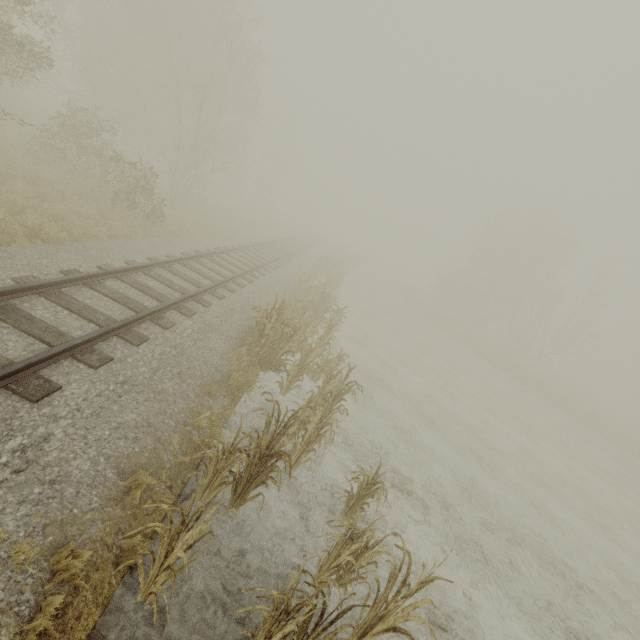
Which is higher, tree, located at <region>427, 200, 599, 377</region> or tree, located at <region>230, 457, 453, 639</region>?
tree, located at <region>427, 200, 599, 377</region>

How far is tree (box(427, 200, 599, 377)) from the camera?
33.8m

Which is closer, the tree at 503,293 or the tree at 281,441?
the tree at 281,441

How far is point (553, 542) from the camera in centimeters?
913cm

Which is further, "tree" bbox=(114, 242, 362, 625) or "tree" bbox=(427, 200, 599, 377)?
"tree" bbox=(427, 200, 599, 377)

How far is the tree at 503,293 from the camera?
33.8m
